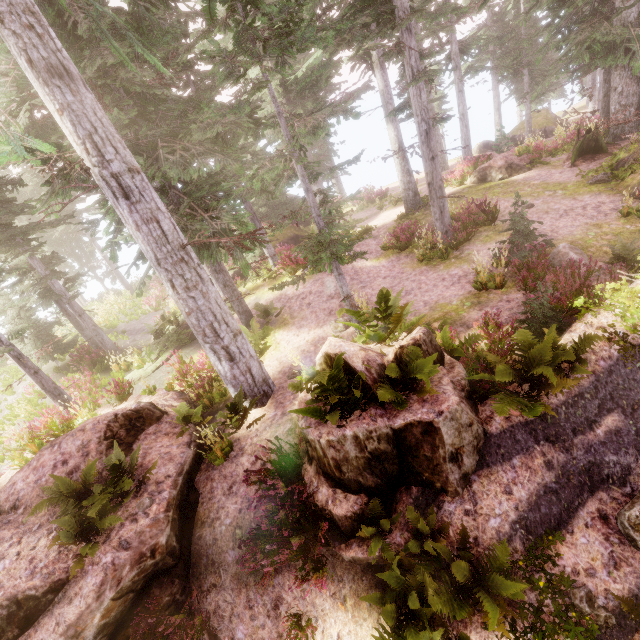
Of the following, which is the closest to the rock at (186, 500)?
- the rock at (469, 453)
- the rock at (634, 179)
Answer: the rock at (469, 453)

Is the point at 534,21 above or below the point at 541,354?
above

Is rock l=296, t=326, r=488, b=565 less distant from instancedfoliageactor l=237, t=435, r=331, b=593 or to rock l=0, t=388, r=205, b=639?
instancedfoliageactor l=237, t=435, r=331, b=593

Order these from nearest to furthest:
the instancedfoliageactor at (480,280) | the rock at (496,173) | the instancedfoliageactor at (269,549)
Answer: the instancedfoliageactor at (269,549), the instancedfoliageactor at (480,280), the rock at (496,173)

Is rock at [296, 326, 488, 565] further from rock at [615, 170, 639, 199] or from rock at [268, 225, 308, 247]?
rock at [615, 170, 639, 199]

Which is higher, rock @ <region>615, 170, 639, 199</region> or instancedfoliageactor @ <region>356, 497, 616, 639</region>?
rock @ <region>615, 170, 639, 199</region>

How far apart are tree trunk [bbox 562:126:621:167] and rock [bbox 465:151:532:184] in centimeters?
160cm

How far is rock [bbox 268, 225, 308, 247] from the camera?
24.0m
